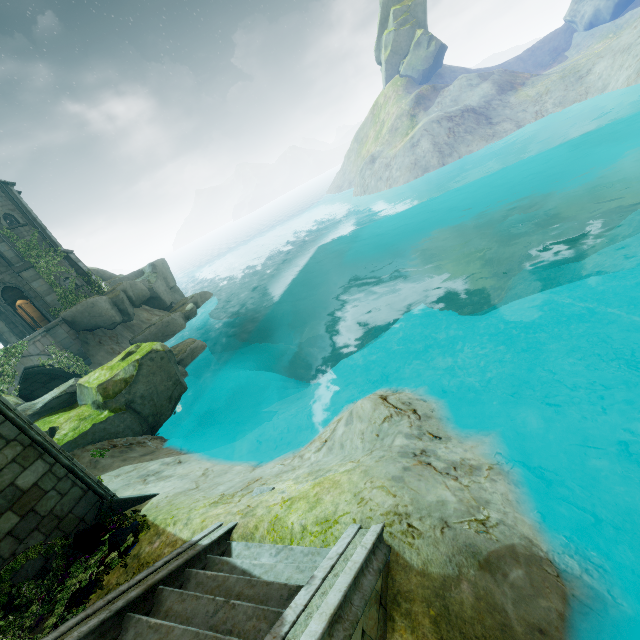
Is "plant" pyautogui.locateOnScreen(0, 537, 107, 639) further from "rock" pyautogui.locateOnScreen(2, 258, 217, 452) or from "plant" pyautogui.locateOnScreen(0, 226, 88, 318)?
"plant" pyautogui.locateOnScreen(0, 226, 88, 318)

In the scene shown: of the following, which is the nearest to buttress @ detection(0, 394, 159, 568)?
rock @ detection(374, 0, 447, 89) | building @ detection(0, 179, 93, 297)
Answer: building @ detection(0, 179, 93, 297)

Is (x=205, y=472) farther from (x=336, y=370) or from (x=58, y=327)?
(x=58, y=327)

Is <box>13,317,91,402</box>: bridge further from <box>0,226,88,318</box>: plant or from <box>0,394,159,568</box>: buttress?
<box>0,394,159,568</box>: buttress

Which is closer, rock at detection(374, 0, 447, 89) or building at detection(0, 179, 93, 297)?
building at detection(0, 179, 93, 297)

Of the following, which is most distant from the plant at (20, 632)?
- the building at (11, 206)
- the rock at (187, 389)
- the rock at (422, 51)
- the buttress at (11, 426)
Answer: the rock at (422, 51)

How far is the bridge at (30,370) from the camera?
17.5m

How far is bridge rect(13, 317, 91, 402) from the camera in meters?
17.5 m
